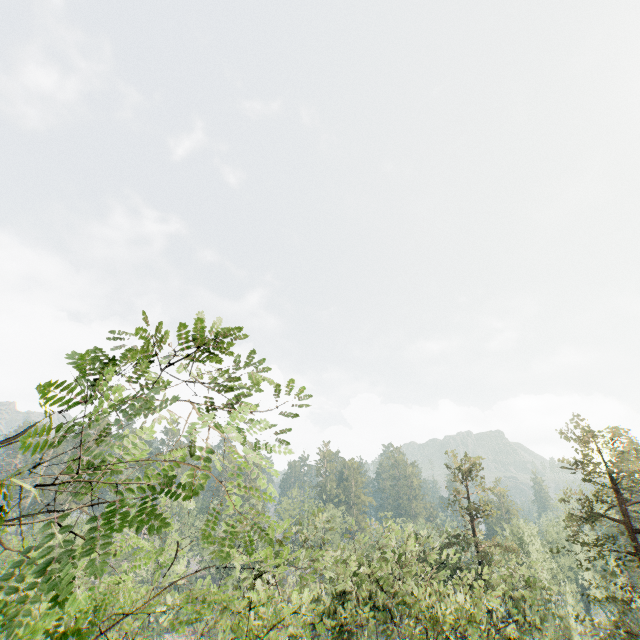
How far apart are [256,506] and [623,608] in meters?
52.3

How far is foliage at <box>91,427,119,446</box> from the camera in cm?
263

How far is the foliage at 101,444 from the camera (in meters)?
2.63
